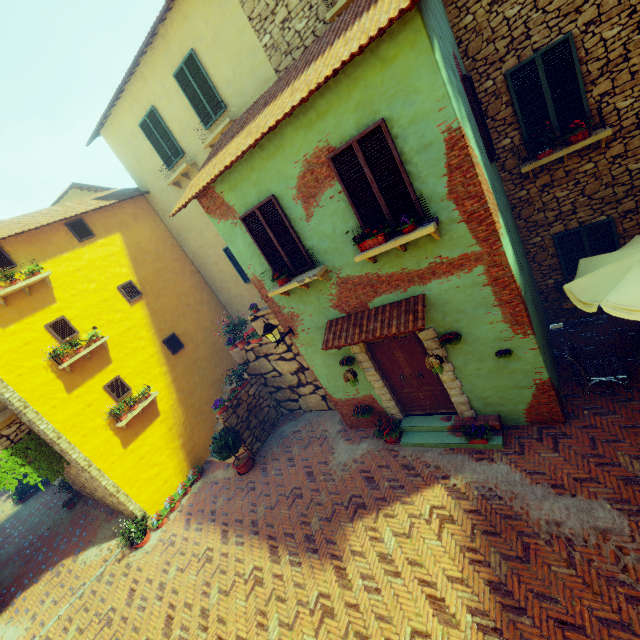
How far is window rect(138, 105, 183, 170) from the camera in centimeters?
1080cm

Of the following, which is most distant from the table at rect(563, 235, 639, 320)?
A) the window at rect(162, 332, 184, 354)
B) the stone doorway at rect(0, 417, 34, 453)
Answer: the stone doorway at rect(0, 417, 34, 453)

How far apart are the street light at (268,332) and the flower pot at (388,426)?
3.2m

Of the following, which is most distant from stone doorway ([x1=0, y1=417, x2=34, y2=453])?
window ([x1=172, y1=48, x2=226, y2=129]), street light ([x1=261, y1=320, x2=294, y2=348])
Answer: window ([x1=172, y1=48, x2=226, y2=129])

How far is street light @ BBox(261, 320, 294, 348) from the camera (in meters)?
7.82

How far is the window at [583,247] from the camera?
7.3 meters

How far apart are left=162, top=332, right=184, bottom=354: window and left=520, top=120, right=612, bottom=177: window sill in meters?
12.3 m

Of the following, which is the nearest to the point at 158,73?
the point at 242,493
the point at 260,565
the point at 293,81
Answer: the point at 293,81
